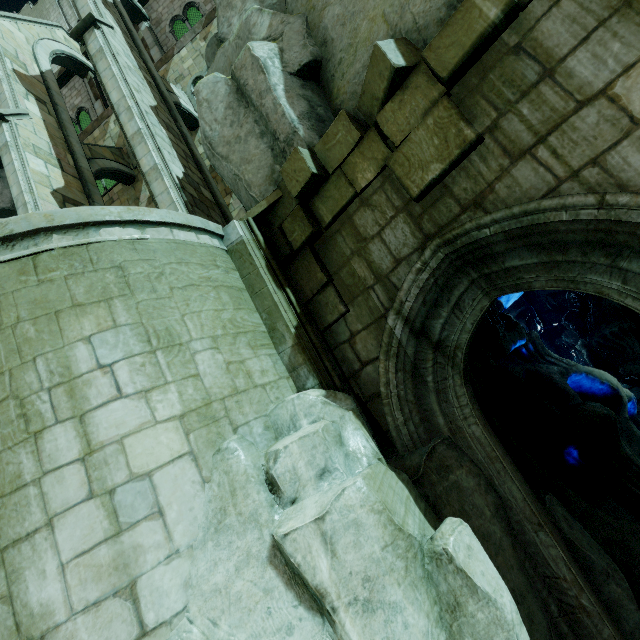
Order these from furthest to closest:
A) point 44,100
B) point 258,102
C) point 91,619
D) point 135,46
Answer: point 44,100
point 135,46
point 258,102
point 91,619

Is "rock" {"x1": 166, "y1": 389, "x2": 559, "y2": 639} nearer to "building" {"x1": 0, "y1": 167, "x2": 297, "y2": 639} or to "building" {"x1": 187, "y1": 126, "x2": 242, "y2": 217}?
"building" {"x1": 0, "y1": 167, "x2": 297, "y2": 639}

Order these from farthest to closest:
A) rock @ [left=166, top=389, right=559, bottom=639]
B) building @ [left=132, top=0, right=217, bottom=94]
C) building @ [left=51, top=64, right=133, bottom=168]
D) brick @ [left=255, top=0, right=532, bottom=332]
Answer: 1. building @ [left=51, top=64, right=133, bottom=168]
2. building @ [left=132, top=0, right=217, bottom=94]
3. brick @ [left=255, top=0, right=532, bottom=332]
4. rock @ [left=166, top=389, right=559, bottom=639]

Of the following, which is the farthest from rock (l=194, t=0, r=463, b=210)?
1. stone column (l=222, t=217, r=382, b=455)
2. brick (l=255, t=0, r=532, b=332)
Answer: stone column (l=222, t=217, r=382, b=455)

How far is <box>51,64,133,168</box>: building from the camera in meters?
16.7

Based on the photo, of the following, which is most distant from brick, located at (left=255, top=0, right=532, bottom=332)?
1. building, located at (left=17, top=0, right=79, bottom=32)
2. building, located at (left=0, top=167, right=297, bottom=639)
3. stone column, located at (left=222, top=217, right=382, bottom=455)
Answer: building, located at (left=17, top=0, right=79, bottom=32)

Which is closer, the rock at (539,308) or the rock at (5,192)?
the rock at (539,308)

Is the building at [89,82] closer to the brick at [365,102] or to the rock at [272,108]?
the rock at [272,108]
